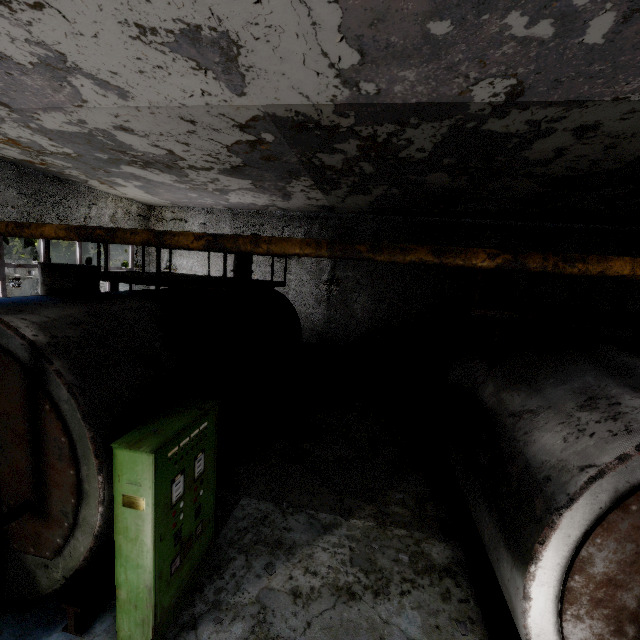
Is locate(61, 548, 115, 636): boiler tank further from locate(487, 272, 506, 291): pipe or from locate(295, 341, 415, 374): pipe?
locate(487, 272, 506, 291): pipe

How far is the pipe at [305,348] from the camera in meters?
12.7

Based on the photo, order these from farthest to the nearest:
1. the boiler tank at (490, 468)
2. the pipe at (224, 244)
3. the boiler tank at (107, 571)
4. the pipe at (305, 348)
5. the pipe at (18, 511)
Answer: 1. the pipe at (305, 348)
2. the boiler tank at (107, 571)
3. the pipe at (18, 511)
4. the boiler tank at (490, 468)
5. the pipe at (224, 244)

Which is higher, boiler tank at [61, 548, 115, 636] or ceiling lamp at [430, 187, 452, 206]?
ceiling lamp at [430, 187, 452, 206]

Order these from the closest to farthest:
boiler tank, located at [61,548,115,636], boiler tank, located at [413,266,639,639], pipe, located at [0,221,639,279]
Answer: pipe, located at [0,221,639,279] < boiler tank, located at [413,266,639,639] < boiler tank, located at [61,548,115,636]

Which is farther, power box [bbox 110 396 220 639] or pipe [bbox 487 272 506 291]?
pipe [bbox 487 272 506 291]

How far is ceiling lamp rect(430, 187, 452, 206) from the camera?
8.7 meters

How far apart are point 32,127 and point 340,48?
7.08m
